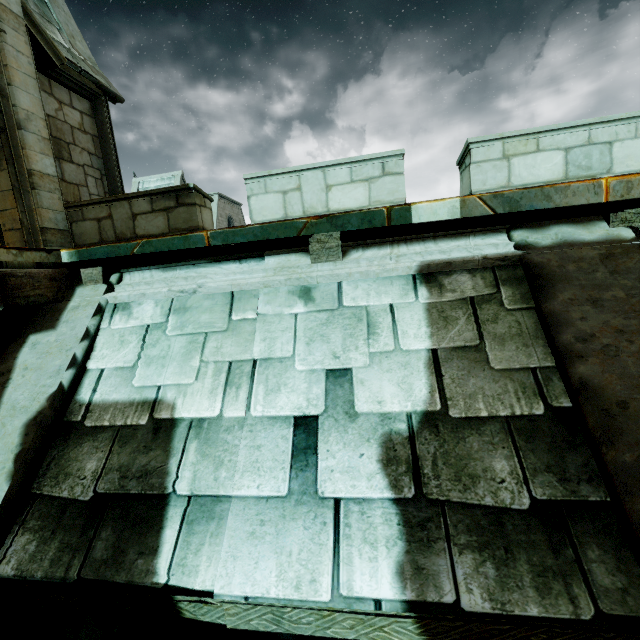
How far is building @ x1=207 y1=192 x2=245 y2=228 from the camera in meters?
32.3

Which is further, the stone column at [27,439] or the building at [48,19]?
the building at [48,19]

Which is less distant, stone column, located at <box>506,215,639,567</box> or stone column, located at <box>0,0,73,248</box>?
stone column, located at <box>506,215,639,567</box>

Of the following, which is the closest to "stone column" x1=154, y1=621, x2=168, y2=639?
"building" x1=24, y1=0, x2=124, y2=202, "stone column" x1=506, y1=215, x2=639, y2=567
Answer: "building" x1=24, y1=0, x2=124, y2=202

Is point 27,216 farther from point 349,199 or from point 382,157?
point 382,157

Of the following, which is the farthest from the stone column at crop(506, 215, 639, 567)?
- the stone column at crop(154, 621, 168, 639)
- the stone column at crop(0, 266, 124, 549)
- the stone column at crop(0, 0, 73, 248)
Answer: the stone column at crop(0, 0, 73, 248)

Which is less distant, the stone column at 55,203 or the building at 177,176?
the stone column at 55,203
